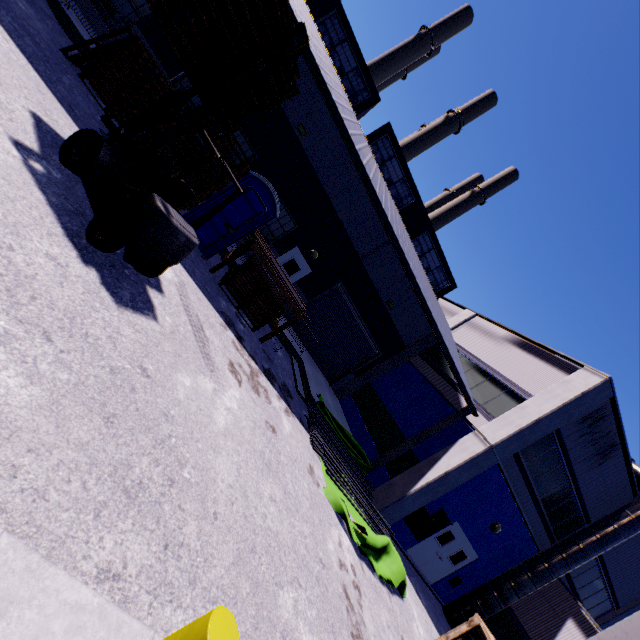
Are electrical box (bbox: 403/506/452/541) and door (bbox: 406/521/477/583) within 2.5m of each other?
yes

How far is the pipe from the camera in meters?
9.6

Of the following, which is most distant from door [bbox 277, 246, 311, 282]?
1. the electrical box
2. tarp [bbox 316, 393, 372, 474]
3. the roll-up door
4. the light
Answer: the light

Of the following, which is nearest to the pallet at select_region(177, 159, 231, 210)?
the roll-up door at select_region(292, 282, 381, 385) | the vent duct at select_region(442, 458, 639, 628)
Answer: the roll-up door at select_region(292, 282, 381, 385)

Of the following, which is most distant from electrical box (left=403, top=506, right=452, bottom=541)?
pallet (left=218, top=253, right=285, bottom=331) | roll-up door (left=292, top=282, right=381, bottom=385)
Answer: pallet (left=218, top=253, right=285, bottom=331)

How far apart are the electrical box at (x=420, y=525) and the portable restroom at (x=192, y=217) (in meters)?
12.02

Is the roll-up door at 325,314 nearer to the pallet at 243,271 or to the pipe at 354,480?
the pallet at 243,271

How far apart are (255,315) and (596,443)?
14.7 meters
